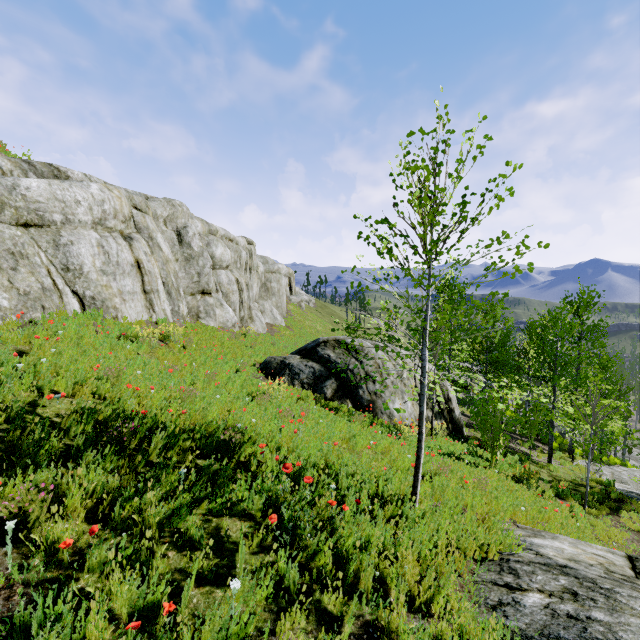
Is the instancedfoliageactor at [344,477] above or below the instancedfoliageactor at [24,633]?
below

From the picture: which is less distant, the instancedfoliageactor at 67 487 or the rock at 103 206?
the instancedfoliageactor at 67 487

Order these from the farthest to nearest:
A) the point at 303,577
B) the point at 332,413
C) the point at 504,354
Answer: the point at 504,354
the point at 332,413
the point at 303,577

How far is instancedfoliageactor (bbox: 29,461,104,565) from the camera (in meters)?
2.80

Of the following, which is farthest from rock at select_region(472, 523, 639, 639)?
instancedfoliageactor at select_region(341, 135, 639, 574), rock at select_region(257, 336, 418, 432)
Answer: rock at select_region(257, 336, 418, 432)

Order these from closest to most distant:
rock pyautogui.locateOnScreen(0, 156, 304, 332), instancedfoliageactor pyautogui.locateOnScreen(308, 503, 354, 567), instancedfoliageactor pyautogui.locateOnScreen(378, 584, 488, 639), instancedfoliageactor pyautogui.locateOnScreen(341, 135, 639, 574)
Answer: instancedfoliageactor pyautogui.locateOnScreen(378, 584, 488, 639), instancedfoliageactor pyautogui.locateOnScreen(308, 503, 354, 567), instancedfoliageactor pyautogui.locateOnScreen(341, 135, 639, 574), rock pyautogui.locateOnScreen(0, 156, 304, 332)
